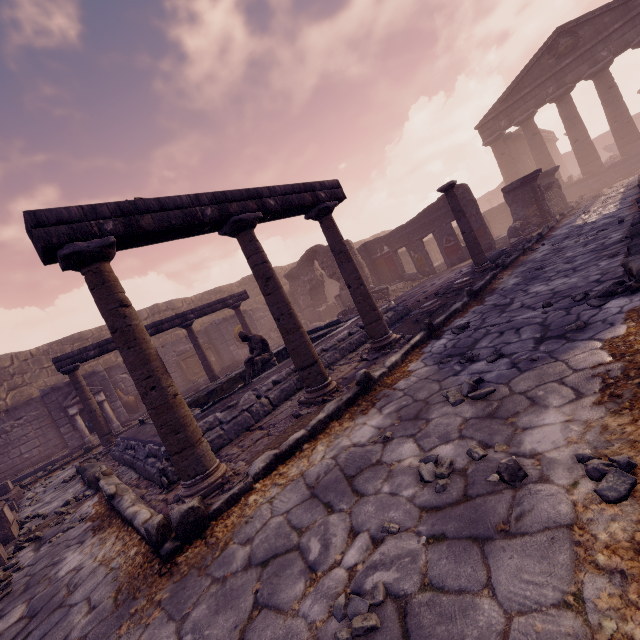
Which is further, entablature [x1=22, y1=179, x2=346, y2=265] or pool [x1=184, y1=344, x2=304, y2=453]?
pool [x1=184, y1=344, x2=304, y2=453]

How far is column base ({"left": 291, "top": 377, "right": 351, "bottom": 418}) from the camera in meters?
3.8 m

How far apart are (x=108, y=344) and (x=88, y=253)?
7.3m

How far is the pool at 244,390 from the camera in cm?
428

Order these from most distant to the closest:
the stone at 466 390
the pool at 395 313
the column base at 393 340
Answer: the pool at 395 313 < the column base at 393 340 < the stone at 466 390

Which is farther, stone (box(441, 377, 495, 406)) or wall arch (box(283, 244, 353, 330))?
wall arch (box(283, 244, 353, 330))

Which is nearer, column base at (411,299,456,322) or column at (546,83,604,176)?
column base at (411,299,456,322)

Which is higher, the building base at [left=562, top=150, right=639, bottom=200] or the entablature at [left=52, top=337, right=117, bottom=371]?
the entablature at [left=52, top=337, right=117, bottom=371]
